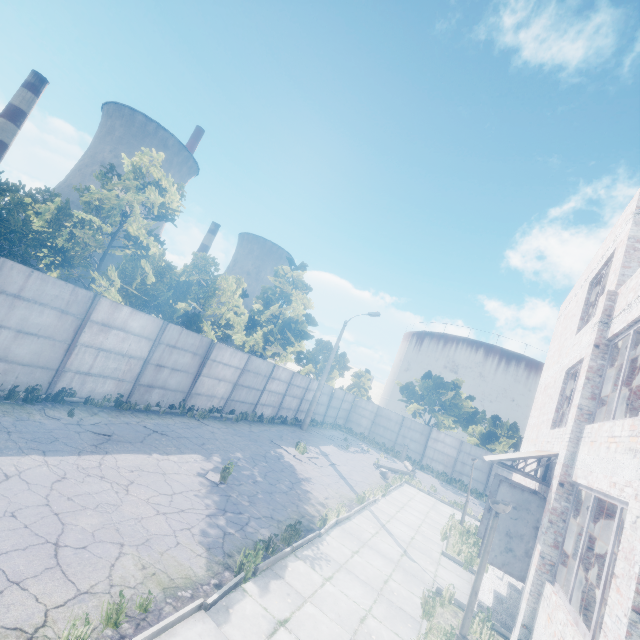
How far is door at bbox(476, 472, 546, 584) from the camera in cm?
841

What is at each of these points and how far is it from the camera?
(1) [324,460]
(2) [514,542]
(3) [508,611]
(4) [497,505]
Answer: (1) asphalt debris, 17.22m
(2) door, 8.57m
(3) stairs, 8.17m
(4) lamp post, 5.05m

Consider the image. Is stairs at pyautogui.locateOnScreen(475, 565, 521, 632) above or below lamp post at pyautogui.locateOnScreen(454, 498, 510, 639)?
below

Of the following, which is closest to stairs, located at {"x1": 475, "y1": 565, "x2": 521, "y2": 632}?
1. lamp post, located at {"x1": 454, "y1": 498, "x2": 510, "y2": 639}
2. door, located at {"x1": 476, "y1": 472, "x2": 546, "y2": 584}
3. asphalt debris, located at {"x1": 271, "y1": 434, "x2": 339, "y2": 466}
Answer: door, located at {"x1": 476, "y1": 472, "x2": 546, "y2": 584}

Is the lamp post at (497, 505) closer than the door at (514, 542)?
Yes

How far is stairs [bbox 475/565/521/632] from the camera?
8.14m

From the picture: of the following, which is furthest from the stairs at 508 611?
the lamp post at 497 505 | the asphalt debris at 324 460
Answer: the asphalt debris at 324 460

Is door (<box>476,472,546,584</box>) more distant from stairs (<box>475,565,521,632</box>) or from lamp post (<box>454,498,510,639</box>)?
lamp post (<box>454,498,510,639</box>)
